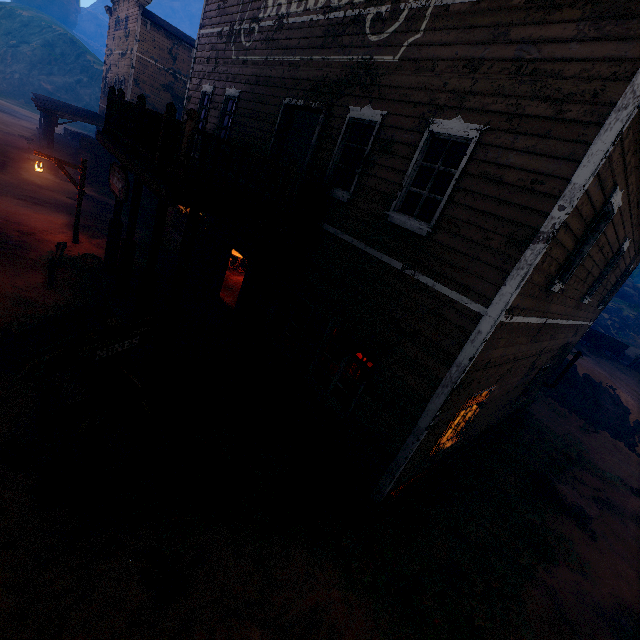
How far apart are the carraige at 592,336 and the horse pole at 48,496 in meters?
33.9

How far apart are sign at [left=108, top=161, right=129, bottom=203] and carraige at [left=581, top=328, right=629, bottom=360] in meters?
33.2

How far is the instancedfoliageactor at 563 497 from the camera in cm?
958

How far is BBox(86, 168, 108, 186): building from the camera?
23.05m

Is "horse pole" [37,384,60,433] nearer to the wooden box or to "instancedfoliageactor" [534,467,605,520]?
"instancedfoliageactor" [534,467,605,520]

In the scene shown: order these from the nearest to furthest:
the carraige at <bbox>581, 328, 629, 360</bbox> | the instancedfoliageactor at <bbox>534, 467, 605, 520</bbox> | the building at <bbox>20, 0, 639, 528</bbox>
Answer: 1. the building at <bbox>20, 0, 639, 528</bbox>
2. the instancedfoliageactor at <bbox>534, 467, 605, 520</bbox>
3. the carraige at <bbox>581, 328, 629, 360</bbox>

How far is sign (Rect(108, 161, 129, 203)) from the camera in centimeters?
640cm

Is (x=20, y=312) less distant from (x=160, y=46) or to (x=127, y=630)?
(x=127, y=630)
